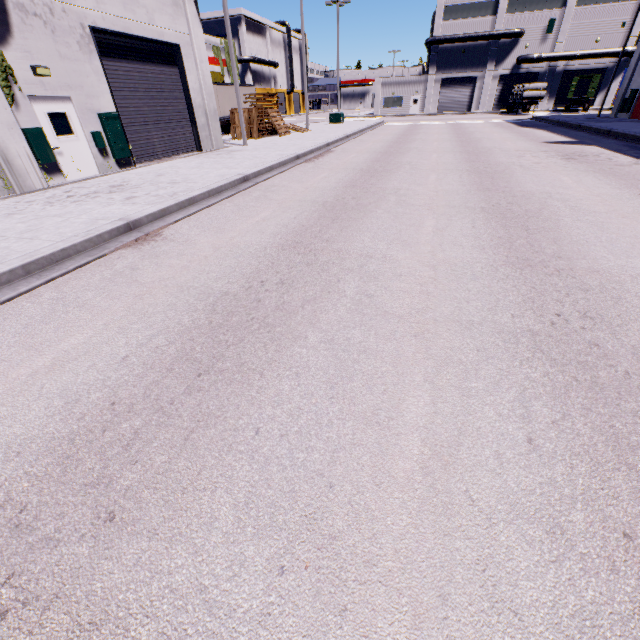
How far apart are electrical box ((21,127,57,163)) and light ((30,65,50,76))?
1.5 meters

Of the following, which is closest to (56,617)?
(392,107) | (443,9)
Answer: (392,107)

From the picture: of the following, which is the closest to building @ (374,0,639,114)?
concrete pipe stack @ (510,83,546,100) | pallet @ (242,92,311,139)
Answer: pallet @ (242,92,311,139)

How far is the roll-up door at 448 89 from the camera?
48.0m

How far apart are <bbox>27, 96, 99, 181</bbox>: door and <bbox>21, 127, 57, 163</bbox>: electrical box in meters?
0.1 m

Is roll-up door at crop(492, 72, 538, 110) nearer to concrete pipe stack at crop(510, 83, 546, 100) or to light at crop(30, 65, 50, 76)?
concrete pipe stack at crop(510, 83, 546, 100)

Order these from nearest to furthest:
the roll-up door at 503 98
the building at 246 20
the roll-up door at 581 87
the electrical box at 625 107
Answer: the electrical box at 625 107
the roll-up door at 581 87
the roll-up door at 503 98
the building at 246 20

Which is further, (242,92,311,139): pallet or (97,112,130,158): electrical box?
(242,92,311,139): pallet
